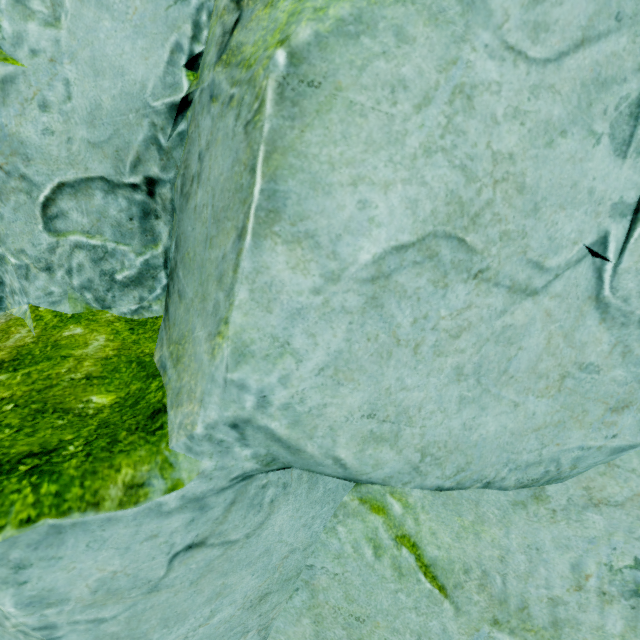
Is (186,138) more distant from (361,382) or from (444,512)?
(444,512)
